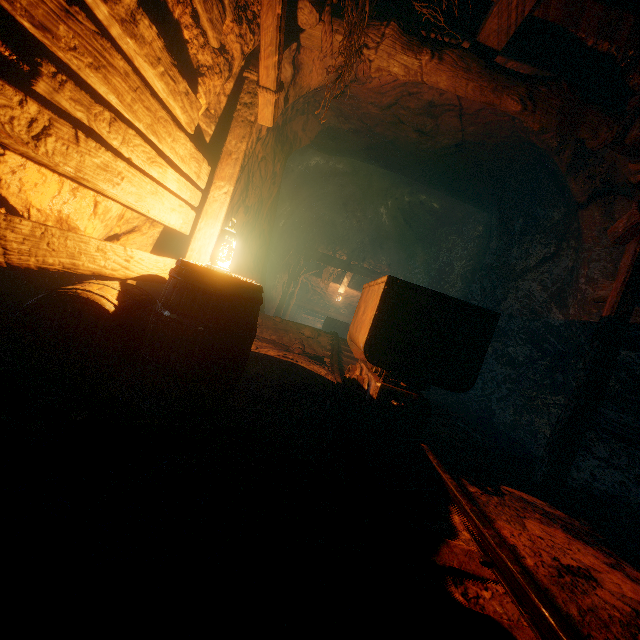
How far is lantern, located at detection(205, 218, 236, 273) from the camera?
2.8 meters

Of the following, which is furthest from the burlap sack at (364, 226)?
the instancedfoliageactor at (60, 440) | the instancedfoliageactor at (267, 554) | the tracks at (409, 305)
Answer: the instancedfoliageactor at (267, 554)

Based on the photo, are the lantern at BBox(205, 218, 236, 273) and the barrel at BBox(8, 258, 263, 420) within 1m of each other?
yes

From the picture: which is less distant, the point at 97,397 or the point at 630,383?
the point at 97,397

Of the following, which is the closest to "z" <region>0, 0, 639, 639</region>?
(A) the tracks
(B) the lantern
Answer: (A) the tracks

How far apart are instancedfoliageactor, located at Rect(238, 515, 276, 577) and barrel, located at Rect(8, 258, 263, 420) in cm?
100

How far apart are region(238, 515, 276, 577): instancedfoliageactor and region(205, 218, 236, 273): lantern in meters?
2.1 m

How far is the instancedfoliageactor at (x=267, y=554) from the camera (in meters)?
1.09
